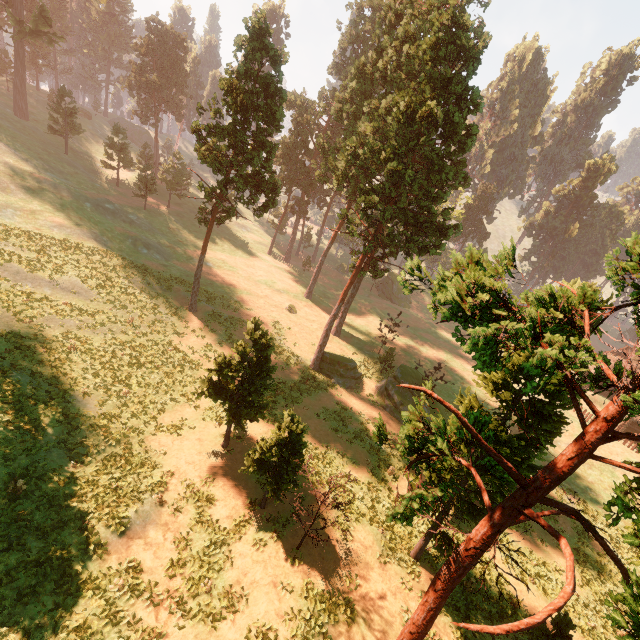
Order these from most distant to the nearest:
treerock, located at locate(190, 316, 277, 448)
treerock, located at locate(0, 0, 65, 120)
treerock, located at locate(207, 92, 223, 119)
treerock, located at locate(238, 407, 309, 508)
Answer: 1. treerock, located at locate(0, 0, 65, 120)
2. treerock, located at locate(207, 92, 223, 119)
3. treerock, located at locate(190, 316, 277, 448)
4. treerock, located at locate(238, 407, 309, 508)

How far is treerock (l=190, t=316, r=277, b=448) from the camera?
17.3m

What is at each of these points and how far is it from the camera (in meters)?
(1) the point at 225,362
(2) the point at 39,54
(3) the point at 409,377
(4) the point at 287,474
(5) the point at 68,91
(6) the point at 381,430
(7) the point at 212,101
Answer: (1) treerock, 17.59
(2) treerock, 59.12
(3) treerock, 32.59
(4) treerock, 15.23
(5) treerock, 44.81
(6) treerock, 10.38
(7) treerock, 22.94

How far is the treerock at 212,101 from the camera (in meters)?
22.88

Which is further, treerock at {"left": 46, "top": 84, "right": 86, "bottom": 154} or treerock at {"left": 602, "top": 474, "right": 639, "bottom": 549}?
treerock at {"left": 46, "top": 84, "right": 86, "bottom": 154}

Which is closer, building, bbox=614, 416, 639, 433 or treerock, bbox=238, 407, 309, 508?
treerock, bbox=238, 407, 309, 508
